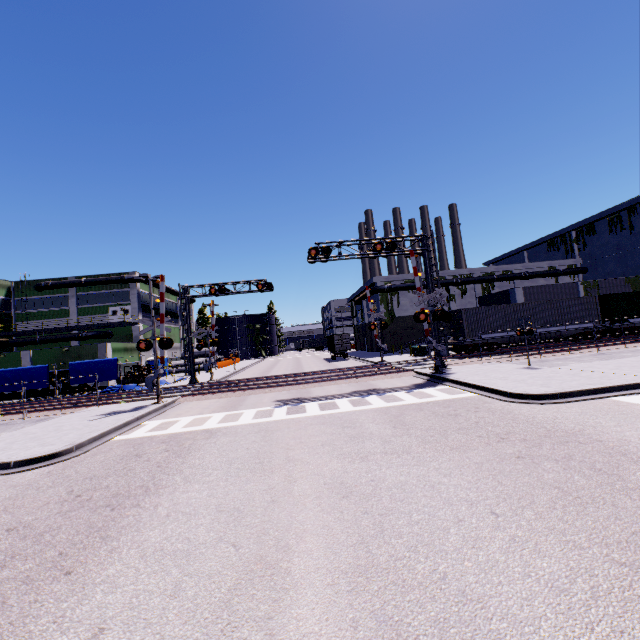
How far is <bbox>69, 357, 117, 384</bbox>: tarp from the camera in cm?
2783

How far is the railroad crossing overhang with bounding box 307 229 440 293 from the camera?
20.02m

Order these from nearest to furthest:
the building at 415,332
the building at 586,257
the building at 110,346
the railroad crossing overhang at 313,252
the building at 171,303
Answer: the railroad crossing overhang at 313,252 < the building at 110,346 < the building at 586,257 < the building at 415,332 < the building at 171,303

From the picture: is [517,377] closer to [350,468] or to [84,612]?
[350,468]

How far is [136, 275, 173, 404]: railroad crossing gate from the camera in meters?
18.4

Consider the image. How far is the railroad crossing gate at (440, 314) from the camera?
18.81m

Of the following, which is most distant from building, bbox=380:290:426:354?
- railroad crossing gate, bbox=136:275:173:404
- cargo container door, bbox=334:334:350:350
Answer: railroad crossing gate, bbox=136:275:173:404

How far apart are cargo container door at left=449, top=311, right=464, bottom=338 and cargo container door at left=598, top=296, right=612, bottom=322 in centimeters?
1312cm
